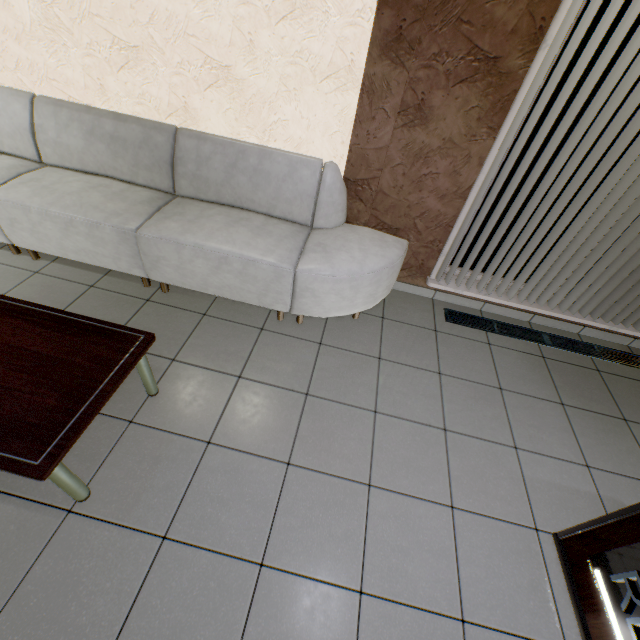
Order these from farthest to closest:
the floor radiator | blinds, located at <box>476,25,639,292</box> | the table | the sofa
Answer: the floor radiator → the sofa → blinds, located at <box>476,25,639,292</box> → the table

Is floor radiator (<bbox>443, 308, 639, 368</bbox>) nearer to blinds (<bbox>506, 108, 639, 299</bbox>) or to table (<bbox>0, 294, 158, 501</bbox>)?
blinds (<bbox>506, 108, 639, 299</bbox>)

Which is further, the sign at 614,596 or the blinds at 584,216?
the blinds at 584,216

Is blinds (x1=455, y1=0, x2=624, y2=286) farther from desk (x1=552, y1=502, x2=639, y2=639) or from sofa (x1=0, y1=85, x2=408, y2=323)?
desk (x1=552, y1=502, x2=639, y2=639)

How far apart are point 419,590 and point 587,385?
2.29m

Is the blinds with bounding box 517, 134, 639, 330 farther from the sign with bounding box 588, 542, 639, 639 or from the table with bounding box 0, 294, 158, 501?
the table with bounding box 0, 294, 158, 501

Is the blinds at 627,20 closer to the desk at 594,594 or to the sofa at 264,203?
the sofa at 264,203

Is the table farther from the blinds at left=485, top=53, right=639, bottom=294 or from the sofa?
the blinds at left=485, top=53, right=639, bottom=294
